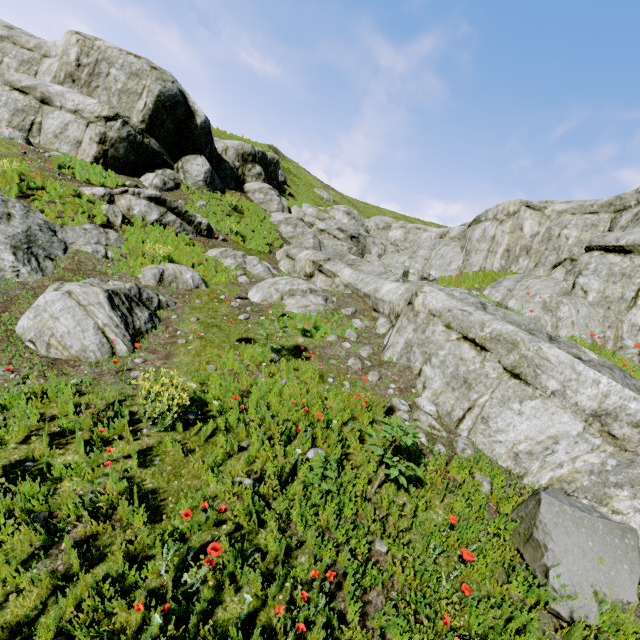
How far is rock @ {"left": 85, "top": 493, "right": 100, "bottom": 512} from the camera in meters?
3.4

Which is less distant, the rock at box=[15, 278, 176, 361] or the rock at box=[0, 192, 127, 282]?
the rock at box=[15, 278, 176, 361]

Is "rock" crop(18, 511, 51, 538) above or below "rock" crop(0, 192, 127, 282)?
below

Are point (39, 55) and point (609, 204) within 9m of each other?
no

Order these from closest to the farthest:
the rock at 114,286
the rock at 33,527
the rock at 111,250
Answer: the rock at 33,527 < the rock at 114,286 < the rock at 111,250

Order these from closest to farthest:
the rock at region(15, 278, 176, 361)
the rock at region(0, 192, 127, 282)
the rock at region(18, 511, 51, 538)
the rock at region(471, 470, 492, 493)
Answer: the rock at region(18, 511, 51, 538), the rock at region(471, 470, 492, 493), the rock at region(15, 278, 176, 361), the rock at region(0, 192, 127, 282)

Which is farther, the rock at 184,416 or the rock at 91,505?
the rock at 184,416
